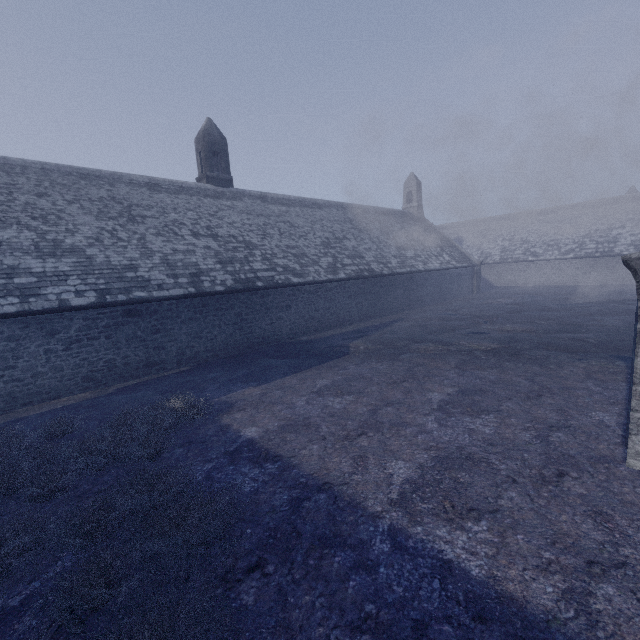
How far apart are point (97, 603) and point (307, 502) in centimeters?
259cm
